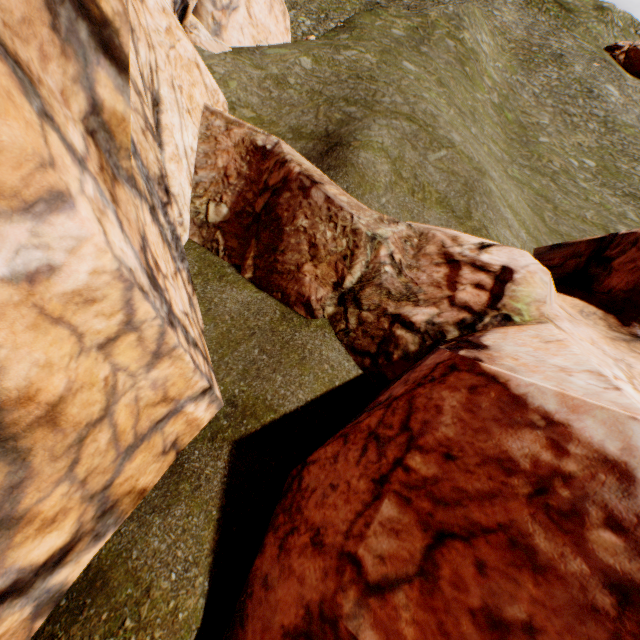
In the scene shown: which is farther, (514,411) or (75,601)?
(75,601)

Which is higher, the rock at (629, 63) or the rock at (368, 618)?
the rock at (629, 63)

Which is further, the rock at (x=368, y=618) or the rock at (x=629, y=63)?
the rock at (x=629, y=63)

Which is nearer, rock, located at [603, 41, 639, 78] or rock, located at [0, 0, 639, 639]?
rock, located at [0, 0, 639, 639]

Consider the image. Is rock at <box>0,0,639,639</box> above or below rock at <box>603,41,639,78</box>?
below
